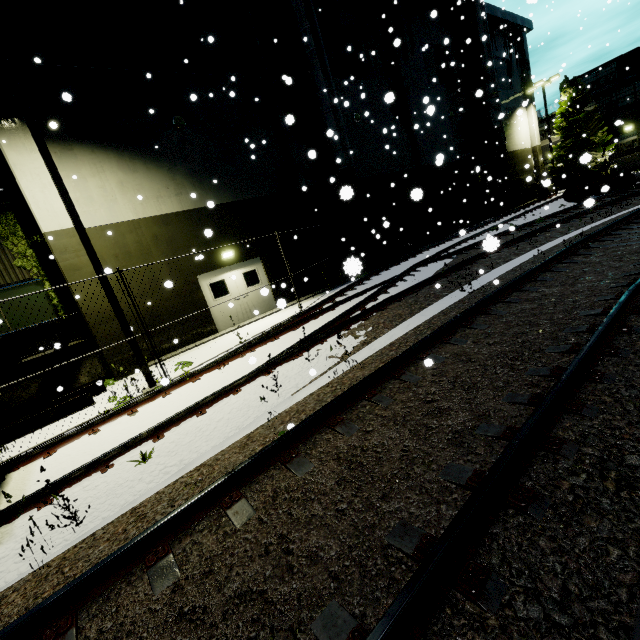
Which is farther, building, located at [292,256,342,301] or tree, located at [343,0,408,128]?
tree, located at [343,0,408,128]

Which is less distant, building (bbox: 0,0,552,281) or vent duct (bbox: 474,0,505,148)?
building (bbox: 0,0,552,281)

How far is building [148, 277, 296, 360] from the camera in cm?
1202

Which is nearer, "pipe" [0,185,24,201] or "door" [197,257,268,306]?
"door" [197,257,268,306]

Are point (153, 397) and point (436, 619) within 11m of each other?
yes

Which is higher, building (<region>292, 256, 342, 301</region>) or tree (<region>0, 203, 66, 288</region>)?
tree (<region>0, 203, 66, 288</region>)

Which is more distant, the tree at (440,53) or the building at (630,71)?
the building at (630,71)

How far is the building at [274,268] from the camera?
11.7m
